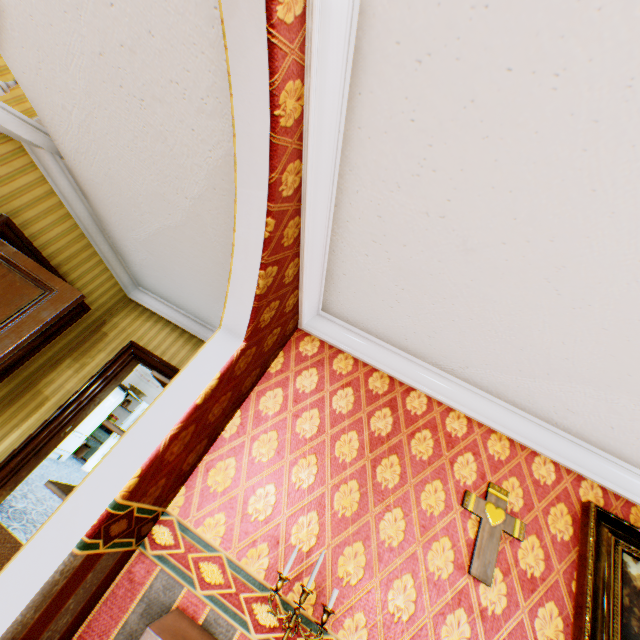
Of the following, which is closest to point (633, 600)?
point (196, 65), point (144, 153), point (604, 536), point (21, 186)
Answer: point (604, 536)

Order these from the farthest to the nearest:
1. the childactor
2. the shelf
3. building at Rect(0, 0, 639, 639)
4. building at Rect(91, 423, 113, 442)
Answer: building at Rect(91, 423, 113, 442)
the childactor
the shelf
building at Rect(0, 0, 639, 639)

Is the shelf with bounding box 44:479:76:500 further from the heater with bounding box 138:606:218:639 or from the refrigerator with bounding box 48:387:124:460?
the refrigerator with bounding box 48:387:124:460

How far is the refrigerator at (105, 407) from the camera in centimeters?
794cm

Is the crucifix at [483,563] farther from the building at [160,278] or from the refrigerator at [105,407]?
the refrigerator at [105,407]

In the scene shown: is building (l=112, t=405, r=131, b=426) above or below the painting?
below

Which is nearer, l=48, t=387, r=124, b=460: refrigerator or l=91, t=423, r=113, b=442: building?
l=48, t=387, r=124, b=460: refrigerator

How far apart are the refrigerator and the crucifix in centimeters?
894cm
